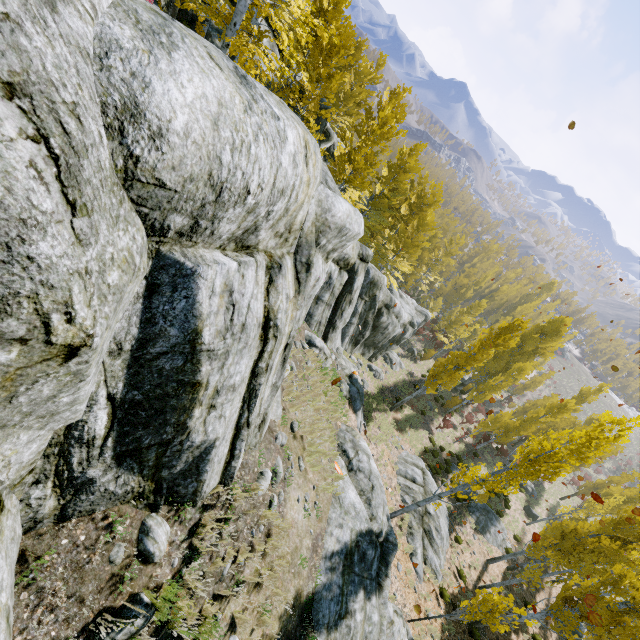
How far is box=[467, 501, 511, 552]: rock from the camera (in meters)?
22.61

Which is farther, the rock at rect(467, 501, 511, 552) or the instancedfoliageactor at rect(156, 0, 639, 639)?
the rock at rect(467, 501, 511, 552)

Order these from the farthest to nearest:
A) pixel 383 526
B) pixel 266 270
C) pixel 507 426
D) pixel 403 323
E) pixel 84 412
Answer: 1. pixel 507 426
2. pixel 403 323
3. pixel 383 526
4. pixel 266 270
5. pixel 84 412

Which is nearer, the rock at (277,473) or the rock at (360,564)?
the rock at (277,473)

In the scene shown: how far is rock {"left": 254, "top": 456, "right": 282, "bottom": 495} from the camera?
6.18m

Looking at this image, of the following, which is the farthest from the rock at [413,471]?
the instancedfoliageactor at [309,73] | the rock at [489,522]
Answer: the rock at [489,522]

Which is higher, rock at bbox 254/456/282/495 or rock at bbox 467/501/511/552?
rock at bbox 254/456/282/495

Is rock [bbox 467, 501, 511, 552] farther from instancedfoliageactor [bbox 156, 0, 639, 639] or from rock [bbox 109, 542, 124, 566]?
rock [bbox 109, 542, 124, 566]
